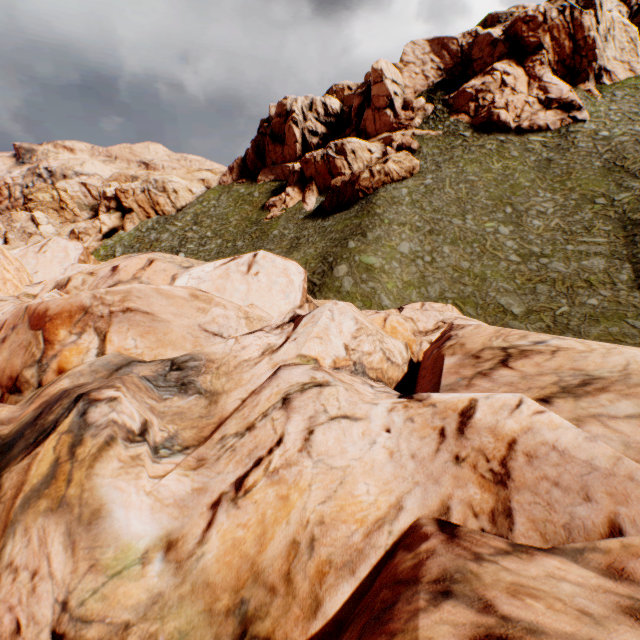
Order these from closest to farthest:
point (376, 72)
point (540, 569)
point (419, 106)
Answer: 1. point (540, 569)
2. point (376, 72)
3. point (419, 106)
